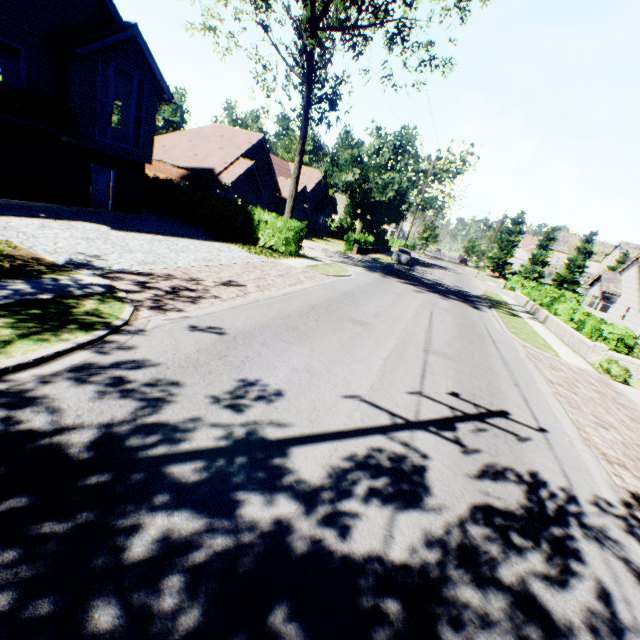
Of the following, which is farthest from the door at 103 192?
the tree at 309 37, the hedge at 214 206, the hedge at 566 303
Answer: the hedge at 566 303

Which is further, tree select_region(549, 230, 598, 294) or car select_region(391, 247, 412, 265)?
tree select_region(549, 230, 598, 294)

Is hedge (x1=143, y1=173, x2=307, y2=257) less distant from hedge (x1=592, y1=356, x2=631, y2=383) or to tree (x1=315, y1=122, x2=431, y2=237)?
tree (x1=315, y1=122, x2=431, y2=237)

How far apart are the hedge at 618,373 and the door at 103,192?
25.9m

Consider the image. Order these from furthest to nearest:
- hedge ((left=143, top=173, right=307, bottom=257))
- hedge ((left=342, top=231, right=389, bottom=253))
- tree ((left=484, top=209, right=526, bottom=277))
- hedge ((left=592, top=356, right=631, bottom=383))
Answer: tree ((left=484, top=209, right=526, bottom=277)), hedge ((left=342, top=231, right=389, bottom=253)), hedge ((left=143, top=173, right=307, bottom=257)), hedge ((left=592, top=356, right=631, bottom=383))

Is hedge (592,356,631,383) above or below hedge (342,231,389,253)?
below

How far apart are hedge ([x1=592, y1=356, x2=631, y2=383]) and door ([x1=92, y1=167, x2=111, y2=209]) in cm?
2591

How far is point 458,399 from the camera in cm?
746
